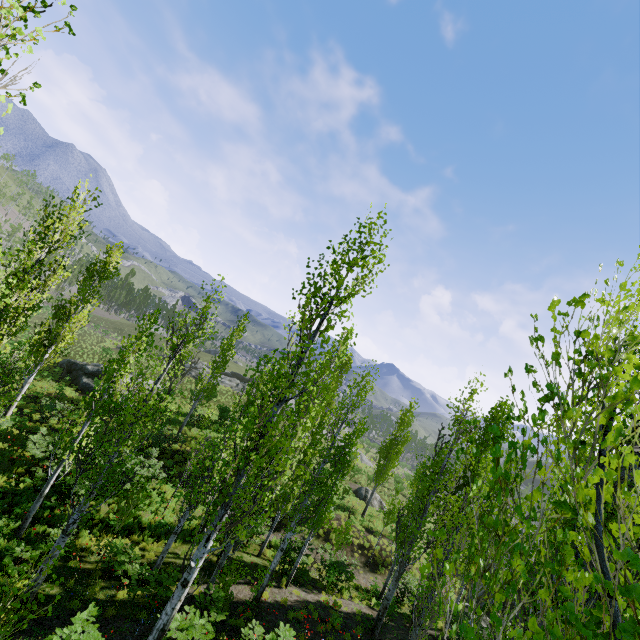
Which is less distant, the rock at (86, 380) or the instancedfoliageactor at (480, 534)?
the instancedfoliageactor at (480, 534)

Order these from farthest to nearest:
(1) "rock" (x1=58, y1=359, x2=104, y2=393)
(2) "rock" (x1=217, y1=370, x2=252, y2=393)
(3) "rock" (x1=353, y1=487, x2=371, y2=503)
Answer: (2) "rock" (x1=217, y1=370, x2=252, y2=393), (3) "rock" (x1=353, y1=487, x2=371, y2=503), (1) "rock" (x1=58, y1=359, x2=104, y2=393)

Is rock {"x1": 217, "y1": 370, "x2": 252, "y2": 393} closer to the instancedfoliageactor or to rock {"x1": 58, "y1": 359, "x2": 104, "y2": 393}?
the instancedfoliageactor

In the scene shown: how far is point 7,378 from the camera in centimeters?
993cm

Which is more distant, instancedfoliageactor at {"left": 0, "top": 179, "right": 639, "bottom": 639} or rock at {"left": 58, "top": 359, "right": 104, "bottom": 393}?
rock at {"left": 58, "top": 359, "right": 104, "bottom": 393}

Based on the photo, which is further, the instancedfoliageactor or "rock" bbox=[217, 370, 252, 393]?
"rock" bbox=[217, 370, 252, 393]

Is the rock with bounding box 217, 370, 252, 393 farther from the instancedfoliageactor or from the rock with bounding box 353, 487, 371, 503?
the rock with bounding box 353, 487, 371, 503

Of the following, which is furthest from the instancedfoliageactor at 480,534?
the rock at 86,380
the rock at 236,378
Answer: the rock at 86,380
